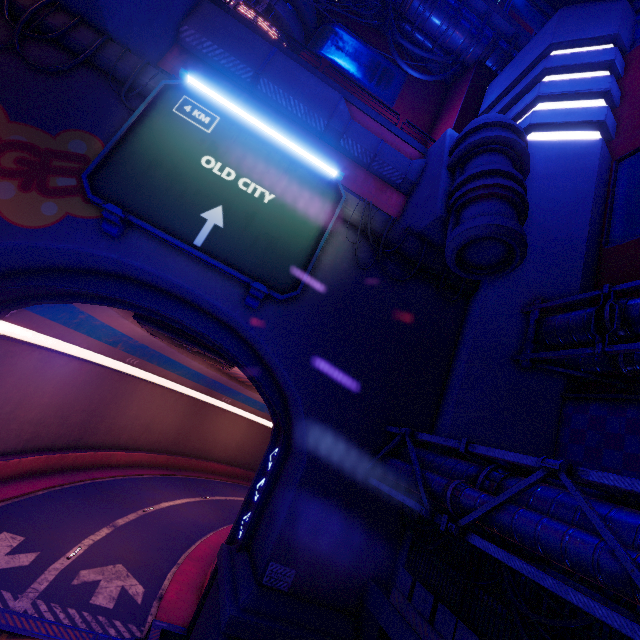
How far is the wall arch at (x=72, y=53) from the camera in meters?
10.9

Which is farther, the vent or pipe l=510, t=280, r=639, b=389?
the vent

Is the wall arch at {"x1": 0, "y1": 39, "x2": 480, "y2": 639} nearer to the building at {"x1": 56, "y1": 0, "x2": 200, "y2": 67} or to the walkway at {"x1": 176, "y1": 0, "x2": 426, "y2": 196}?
the building at {"x1": 56, "y1": 0, "x2": 200, "y2": 67}

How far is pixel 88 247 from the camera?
Answer: 10.3 meters

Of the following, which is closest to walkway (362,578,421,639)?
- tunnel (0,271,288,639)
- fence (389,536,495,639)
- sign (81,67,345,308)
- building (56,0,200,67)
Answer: fence (389,536,495,639)

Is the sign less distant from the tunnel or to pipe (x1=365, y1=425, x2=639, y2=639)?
the tunnel

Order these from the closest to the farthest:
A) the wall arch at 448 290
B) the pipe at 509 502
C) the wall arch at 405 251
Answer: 1. the pipe at 509 502
2. the wall arch at 405 251
3. the wall arch at 448 290

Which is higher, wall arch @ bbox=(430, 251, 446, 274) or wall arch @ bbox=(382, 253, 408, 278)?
wall arch @ bbox=(430, 251, 446, 274)
